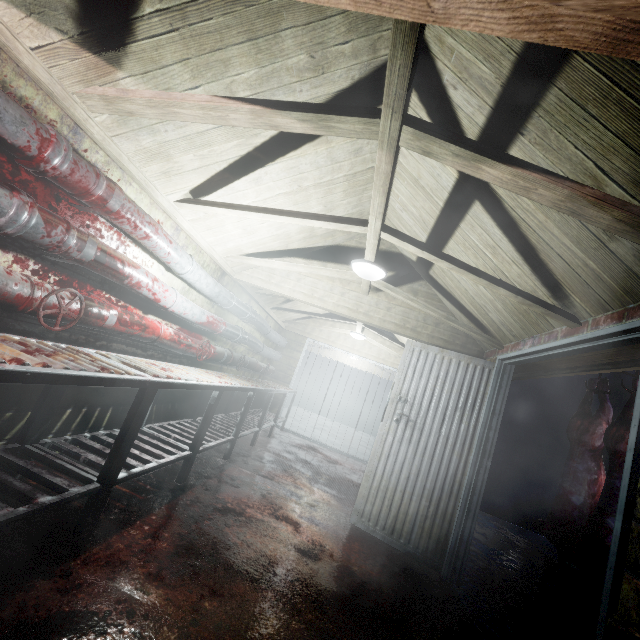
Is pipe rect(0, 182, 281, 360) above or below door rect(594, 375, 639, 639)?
above

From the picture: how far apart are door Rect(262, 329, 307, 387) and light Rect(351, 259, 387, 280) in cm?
405

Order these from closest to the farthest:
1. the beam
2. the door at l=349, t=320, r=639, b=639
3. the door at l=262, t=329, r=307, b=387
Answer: the beam
the door at l=349, t=320, r=639, b=639
the door at l=262, t=329, r=307, b=387

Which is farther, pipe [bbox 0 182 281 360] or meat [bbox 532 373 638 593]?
meat [bbox 532 373 638 593]

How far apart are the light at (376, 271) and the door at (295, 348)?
4.05m

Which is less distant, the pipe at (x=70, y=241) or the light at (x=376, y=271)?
the pipe at (x=70, y=241)

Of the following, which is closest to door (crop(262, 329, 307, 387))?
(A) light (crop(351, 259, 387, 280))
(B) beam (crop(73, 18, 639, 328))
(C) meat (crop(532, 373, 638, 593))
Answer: (B) beam (crop(73, 18, 639, 328))

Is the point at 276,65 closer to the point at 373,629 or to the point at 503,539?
the point at 373,629
